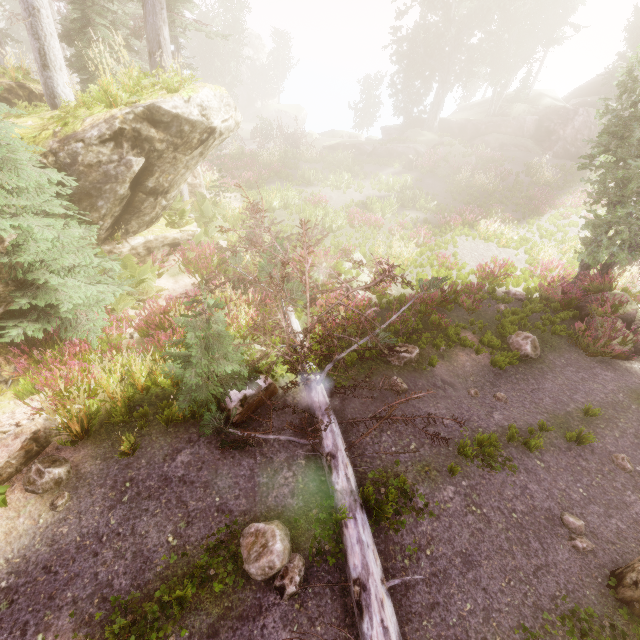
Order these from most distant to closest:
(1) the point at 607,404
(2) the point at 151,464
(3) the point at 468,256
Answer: (3) the point at 468,256
(1) the point at 607,404
(2) the point at 151,464

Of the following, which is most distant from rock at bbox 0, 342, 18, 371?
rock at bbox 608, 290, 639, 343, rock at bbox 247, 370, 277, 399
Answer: rock at bbox 608, 290, 639, 343

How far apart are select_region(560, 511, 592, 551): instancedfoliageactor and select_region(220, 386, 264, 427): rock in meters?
5.8

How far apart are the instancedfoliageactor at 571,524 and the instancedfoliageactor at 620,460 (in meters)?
2.12

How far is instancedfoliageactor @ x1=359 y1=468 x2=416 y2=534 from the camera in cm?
524

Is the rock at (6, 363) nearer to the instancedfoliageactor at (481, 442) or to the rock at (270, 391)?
the instancedfoliageactor at (481, 442)

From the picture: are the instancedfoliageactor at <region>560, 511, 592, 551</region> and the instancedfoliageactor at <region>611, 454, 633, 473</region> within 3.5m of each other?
yes
